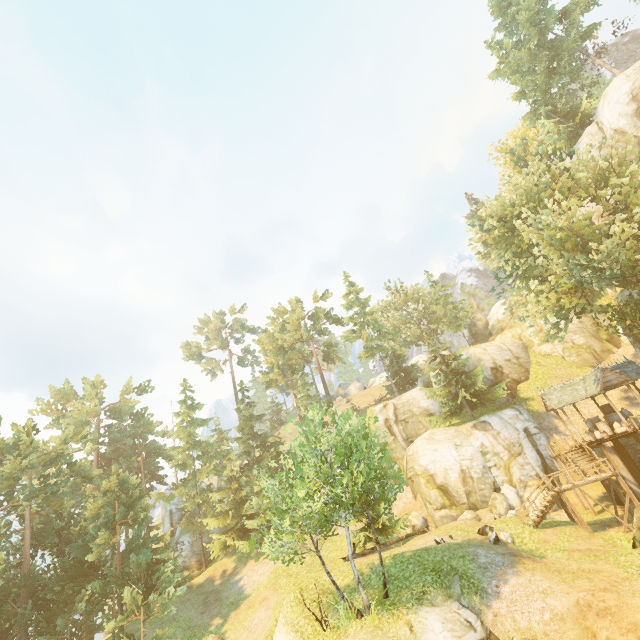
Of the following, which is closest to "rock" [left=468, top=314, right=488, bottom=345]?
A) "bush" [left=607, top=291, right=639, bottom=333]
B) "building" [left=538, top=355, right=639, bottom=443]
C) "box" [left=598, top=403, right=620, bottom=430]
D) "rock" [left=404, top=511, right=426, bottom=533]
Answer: "building" [left=538, top=355, right=639, bottom=443]

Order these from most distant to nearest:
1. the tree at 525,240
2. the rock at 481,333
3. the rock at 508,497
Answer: the rock at 481,333 → the rock at 508,497 → the tree at 525,240

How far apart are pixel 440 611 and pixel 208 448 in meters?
36.2 m

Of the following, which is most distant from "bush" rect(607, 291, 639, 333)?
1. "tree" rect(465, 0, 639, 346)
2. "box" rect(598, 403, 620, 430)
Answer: "box" rect(598, 403, 620, 430)

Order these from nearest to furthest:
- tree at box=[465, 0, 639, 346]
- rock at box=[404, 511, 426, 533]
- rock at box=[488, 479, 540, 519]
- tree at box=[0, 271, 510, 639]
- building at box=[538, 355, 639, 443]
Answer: tree at box=[0, 271, 510, 639] < tree at box=[465, 0, 639, 346] < building at box=[538, 355, 639, 443] < rock at box=[488, 479, 540, 519] < rock at box=[404, 511, 426, 533]

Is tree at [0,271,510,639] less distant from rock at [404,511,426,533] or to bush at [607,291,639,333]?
bush at [607,291,639,333]

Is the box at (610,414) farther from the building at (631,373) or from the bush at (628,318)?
the bush at (628,318)

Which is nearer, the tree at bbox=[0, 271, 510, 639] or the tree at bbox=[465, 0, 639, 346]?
the tree at bbox=[0, 271, 510, 639]
